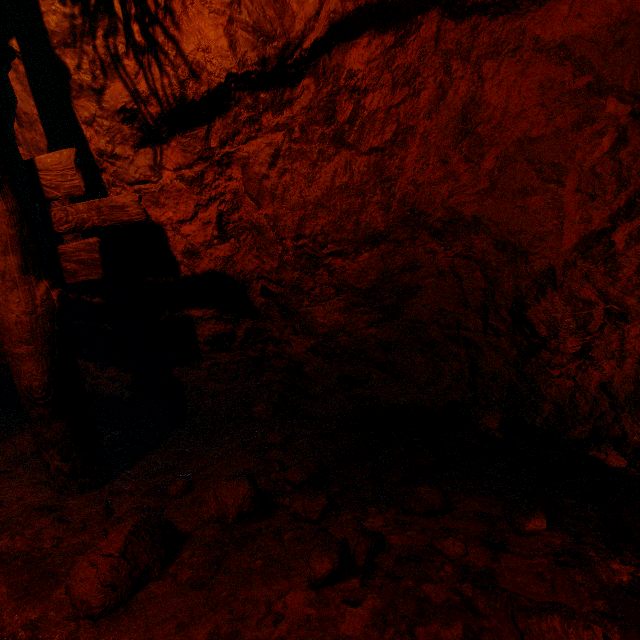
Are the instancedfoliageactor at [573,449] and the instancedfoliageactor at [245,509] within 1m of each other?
no

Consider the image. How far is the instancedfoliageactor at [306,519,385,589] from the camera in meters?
1.3 m

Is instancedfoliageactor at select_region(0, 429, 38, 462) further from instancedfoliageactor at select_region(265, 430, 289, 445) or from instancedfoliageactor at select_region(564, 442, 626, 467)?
instancedfoliageactor at select_region(564, 442, 626, 467)

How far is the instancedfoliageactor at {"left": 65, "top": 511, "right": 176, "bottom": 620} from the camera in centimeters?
127cm

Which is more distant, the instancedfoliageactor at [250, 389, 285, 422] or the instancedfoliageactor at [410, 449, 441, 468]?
the instancedfoliageactor at [250, 389, 285, 422]

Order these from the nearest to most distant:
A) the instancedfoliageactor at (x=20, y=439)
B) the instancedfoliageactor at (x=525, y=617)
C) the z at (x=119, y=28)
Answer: the instancedfoliageactor at (x=525, y=617) → the z at (x=119, y=28) → the instancedfoliageactor at (x=20, y=439)

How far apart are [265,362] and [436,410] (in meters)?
1.44

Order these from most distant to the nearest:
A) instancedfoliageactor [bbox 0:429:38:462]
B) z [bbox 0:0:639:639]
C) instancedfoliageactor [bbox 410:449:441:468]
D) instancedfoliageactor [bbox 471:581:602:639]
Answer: instancedfoliageactor [bbox 0:429:38:462] → instancedfoliageactor [bbox 410:449:441:468] → z [bbox 0:0:639:639] → instancedfoliageactor [bbox 471:581:602:639]
